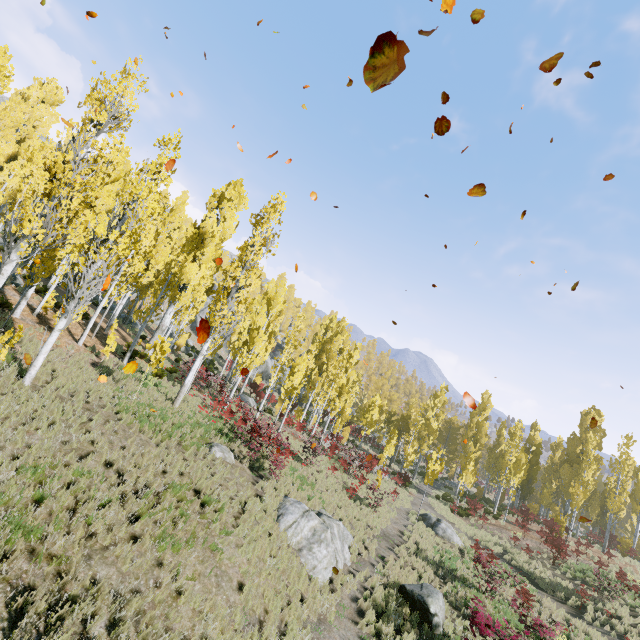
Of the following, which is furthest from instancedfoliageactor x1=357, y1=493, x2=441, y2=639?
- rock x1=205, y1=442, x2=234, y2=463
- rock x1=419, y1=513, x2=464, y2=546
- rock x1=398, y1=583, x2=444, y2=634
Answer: rock x1=398, y1=583, x2=444, y2=634

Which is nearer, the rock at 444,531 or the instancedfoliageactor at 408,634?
the instancedfoliageactor at 408,634

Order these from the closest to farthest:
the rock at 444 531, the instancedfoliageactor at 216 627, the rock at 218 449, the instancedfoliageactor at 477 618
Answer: the instancedfoliageactor at 216 627, the instancedfoliageactor at 477 618, the rock at 218 449, the rock at 444 531

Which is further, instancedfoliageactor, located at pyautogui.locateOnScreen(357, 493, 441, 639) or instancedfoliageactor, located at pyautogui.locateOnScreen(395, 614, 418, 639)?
instancedfoliageactor, located at pyautogui.locateOnScreen(357, 493, 441, 639)

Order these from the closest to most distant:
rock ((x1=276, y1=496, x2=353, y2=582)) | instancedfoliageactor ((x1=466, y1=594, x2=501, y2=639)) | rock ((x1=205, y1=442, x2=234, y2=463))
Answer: instancedfoliageactor ((x1=466, y1=594, x2=501, y2=639)) → rock ((x1=276, y1=496, x2=353, y2=582)) → rock ((x1=205, y1=442, x2=234, y2=463))

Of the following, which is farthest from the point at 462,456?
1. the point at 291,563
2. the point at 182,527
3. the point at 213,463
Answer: the point at 182,527

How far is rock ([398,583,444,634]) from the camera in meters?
11.0 m

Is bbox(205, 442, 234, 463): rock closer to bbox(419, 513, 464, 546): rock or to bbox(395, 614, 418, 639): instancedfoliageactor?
bbox(395, 614, 418, 639): instancedfoliageactor
